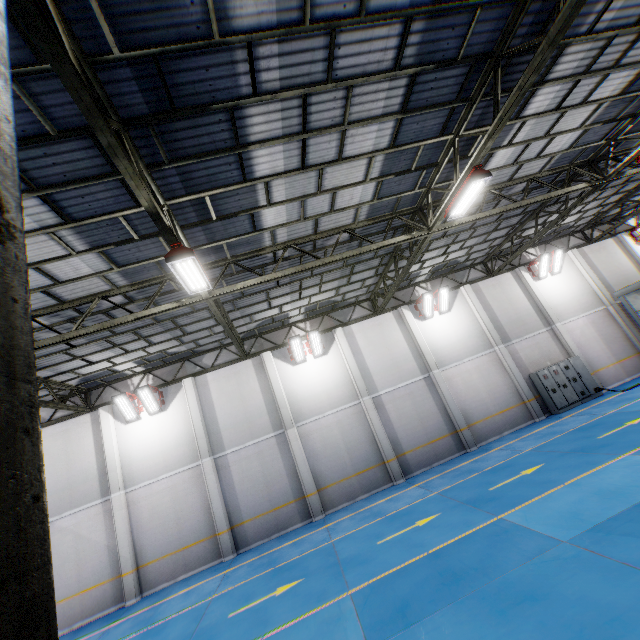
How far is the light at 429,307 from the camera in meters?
17.4

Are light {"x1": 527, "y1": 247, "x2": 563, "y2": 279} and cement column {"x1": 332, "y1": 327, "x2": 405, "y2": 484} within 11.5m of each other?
no

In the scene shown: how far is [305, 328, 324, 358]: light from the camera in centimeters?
1608cm

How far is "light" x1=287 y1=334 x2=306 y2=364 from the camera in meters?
15.9 m

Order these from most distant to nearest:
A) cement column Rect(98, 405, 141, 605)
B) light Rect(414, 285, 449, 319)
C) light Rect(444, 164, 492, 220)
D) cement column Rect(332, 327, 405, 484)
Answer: light Rect(414, 285, 449, 319), cement column Rect(332, 327, 405, 484), cement column Rect(98, 405, 141, 605), light Rect(444, 164, 492, 220)

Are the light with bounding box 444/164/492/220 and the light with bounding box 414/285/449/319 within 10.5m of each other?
yes

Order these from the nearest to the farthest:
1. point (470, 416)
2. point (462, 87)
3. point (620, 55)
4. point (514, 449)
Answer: point (462, 87) < point (620, 55) < point (514, 449) < point (470, 416)

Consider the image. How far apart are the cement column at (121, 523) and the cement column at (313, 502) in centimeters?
722cm
